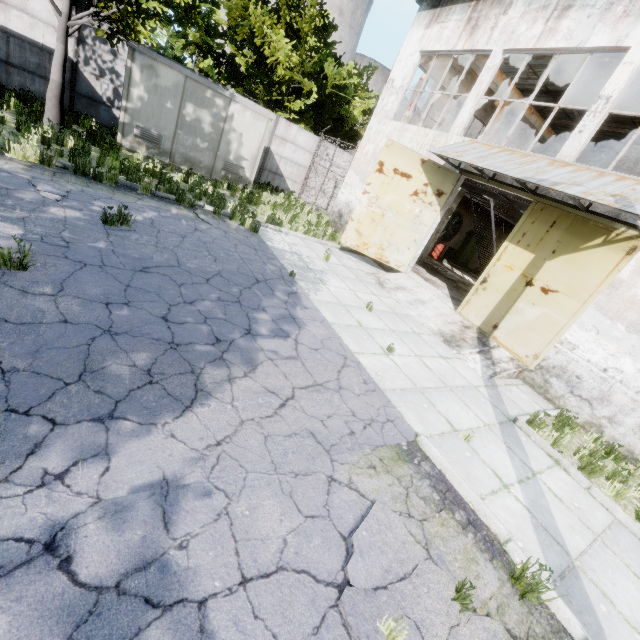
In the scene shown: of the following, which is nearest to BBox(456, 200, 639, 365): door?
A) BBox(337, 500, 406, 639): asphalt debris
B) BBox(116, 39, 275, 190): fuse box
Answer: BBox(337, 500, 406, 639): asphalt debris

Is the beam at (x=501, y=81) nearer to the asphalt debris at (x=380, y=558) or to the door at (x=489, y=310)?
the door at (x=489, y=310)

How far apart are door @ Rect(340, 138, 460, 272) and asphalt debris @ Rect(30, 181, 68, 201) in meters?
8.2 m

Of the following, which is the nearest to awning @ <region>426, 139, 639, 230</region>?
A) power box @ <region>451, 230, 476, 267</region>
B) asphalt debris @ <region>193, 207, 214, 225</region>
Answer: asphalt debris @ <region>193, 207, 214, 225</region>

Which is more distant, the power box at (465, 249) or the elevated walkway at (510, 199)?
the power box at (465, 249)

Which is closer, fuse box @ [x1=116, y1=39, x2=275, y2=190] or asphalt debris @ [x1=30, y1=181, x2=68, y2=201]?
asphalt debris @ [x1=30, y1=181, x2=68, y2=201]

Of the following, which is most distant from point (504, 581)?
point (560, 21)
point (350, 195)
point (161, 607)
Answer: point (350, 195)

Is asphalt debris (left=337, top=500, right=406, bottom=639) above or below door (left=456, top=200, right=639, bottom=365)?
below
